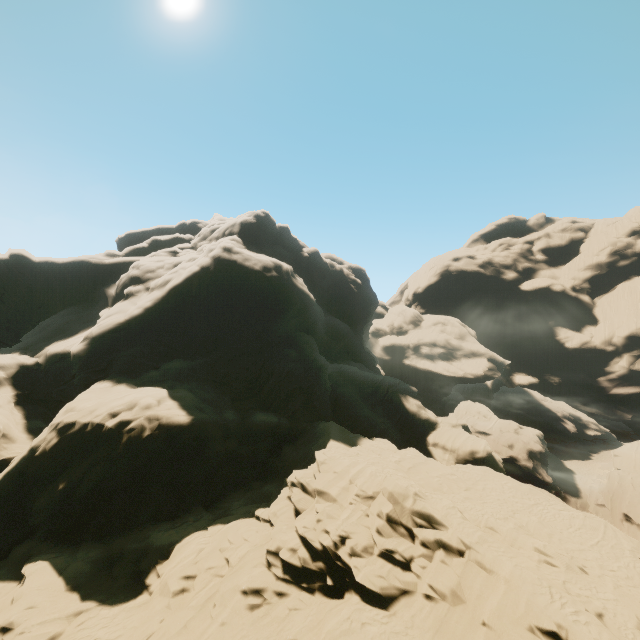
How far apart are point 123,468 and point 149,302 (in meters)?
17.19
